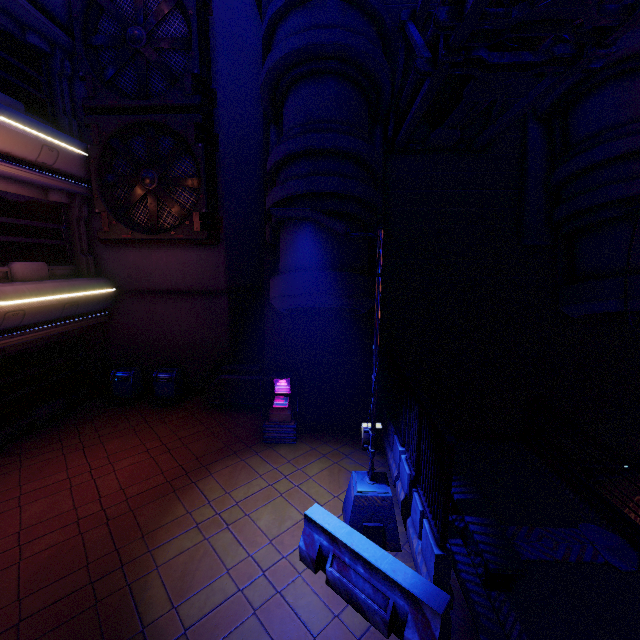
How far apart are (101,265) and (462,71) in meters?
13.1 m

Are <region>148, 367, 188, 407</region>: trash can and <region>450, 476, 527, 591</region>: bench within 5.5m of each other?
no

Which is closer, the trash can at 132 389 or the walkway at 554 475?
the walkway at 554 475

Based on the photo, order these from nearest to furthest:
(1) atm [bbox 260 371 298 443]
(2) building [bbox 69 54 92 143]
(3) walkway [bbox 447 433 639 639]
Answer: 1. (3) walkway [bbox 447 433 639 639]
2. (1) atm [bbox 260 371 298 443]
3. (2) building [bbox 69 54 92 143]

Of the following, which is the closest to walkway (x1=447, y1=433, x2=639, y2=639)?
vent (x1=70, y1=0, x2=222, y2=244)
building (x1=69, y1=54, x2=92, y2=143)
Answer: building (x1=69, y1=54, x2=92, y2=143)

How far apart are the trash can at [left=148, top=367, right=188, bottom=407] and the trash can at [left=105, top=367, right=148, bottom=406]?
0.5 meters

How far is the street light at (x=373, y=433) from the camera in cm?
536

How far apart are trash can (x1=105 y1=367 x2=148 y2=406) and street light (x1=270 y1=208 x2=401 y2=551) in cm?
903
